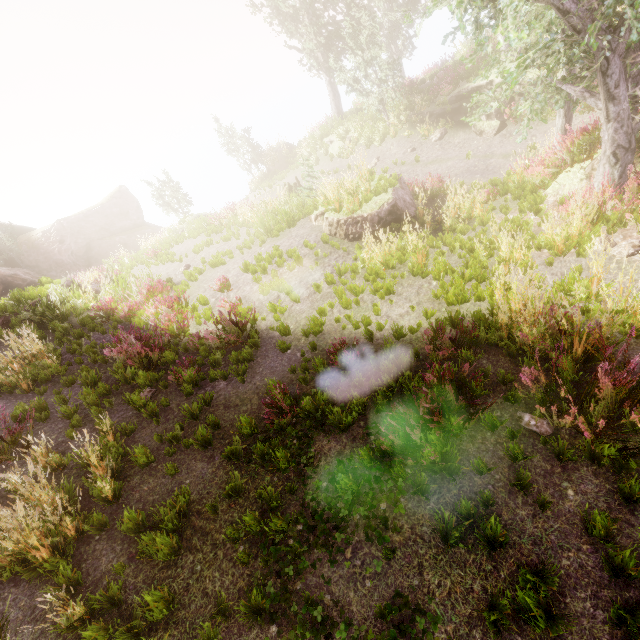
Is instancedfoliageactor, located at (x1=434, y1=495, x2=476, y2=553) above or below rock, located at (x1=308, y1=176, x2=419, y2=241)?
below

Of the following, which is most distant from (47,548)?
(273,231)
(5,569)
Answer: A: (273,231)

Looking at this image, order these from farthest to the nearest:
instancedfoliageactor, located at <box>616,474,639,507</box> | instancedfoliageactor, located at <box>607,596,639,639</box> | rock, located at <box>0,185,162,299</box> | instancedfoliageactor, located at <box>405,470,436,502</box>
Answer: rock, located at <box>0,185,162,299</box> < instancedfoliageactor, located at <box>405,470,436,502</box> < instancedfoliageactor, located at <box>616,474,639,507</box> < instancedfoliageactor, located at <box>607,596,639,639</box>

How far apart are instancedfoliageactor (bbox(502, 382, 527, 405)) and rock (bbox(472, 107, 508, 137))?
15.4 meters

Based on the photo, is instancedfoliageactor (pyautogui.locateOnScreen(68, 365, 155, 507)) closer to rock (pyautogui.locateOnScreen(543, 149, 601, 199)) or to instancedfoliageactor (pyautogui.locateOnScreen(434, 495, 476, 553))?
rock (pyautogui.locateOnScreen(543, 149, 601, 199))

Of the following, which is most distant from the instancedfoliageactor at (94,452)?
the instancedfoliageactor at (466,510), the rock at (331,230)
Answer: the rock at (331,230)

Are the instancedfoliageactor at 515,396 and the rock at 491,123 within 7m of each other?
no

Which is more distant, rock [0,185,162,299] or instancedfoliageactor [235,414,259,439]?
rock [0,185,162,299]
